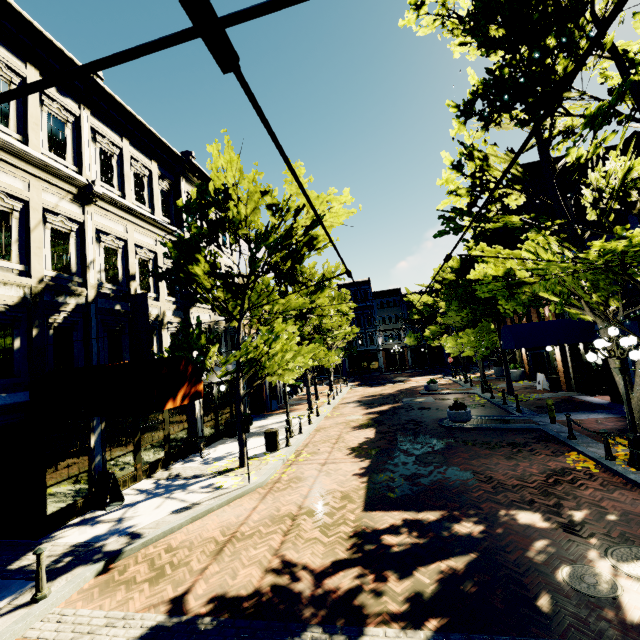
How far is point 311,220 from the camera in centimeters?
1217cm

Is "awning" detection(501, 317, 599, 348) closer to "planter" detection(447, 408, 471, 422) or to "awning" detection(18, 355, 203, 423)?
"planter" detection(447, 408, 471, 422)

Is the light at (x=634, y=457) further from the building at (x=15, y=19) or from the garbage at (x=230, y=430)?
the garbage at (x=230, y=430)

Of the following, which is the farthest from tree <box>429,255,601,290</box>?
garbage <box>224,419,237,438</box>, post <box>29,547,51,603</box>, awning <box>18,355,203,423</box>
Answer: post <box>29,547,51,603</box>

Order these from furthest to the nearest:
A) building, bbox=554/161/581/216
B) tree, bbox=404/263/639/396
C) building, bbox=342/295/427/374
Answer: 1. building, bbox=342/295/427/374
2. building, bbox=554/161/581/216
3. tree, bbox=404/263/639/396

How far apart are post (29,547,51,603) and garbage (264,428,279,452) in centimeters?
780cm

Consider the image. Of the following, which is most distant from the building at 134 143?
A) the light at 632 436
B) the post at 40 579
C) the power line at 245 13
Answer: the light at 632 436

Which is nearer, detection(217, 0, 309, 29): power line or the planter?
detection(217, 0, 309, 29): power line
